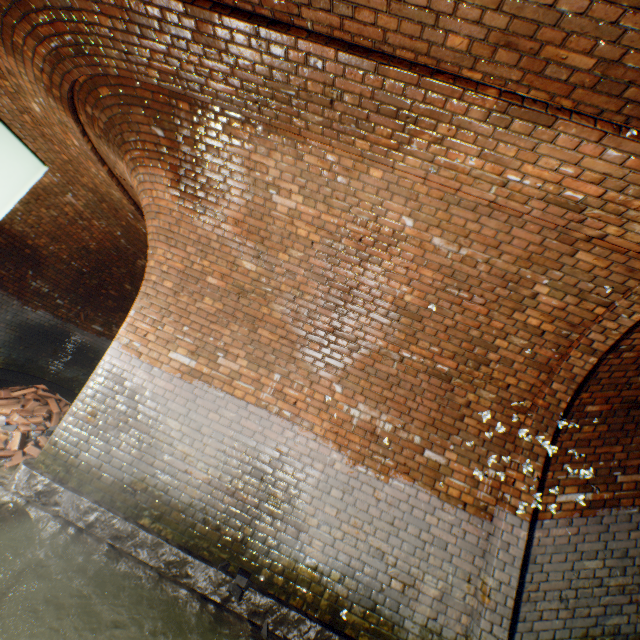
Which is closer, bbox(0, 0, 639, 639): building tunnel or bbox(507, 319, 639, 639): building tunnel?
bbox(0, 0, 639, 639): building tunnel

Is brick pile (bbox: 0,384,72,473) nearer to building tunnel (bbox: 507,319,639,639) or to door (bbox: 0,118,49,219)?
building tunnel (bbox: 507,319,639,639)

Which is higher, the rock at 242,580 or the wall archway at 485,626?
the wall archway at 485,626

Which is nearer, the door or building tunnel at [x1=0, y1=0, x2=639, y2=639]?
the door

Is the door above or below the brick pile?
above

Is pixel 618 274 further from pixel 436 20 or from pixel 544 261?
pixel 436 20

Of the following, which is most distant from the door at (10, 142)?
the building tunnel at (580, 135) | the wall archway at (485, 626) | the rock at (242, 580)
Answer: the rock at (242, 580)

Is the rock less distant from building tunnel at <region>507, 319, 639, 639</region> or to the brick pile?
building tunnel at <region>507, 319, 639, 639</region>
